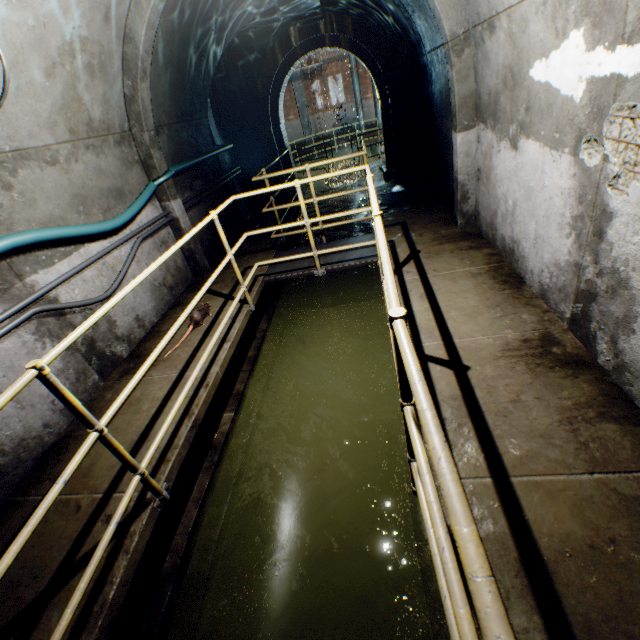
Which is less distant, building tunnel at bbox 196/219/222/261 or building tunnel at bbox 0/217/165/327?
building tunnel at bbox 0/217/165/327

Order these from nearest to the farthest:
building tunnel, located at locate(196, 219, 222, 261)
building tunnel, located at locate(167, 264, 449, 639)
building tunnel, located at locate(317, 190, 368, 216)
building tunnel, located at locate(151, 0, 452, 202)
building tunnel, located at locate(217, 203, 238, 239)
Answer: building tunnel, located at locate(167, 264, 449, 639) < building tunnel, located at locate(151, 0, 452, 202) < building tunnel, located at locate(196, 219, 222, 261) < building tunnel, located at locate(217, 203, 238, 239) < building tunnel, located at locate(317, 190, 368, 216)

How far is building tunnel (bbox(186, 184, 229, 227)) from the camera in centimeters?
581cm

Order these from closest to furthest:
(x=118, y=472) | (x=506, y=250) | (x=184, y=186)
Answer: (x=118, y=472) → (x=506, y=250) → (x=184, y=186)

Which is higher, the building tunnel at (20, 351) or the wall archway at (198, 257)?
the building tunnel at (20, 351)

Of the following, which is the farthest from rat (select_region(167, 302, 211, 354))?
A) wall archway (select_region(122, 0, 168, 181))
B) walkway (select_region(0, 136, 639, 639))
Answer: wall archway (select_region(122, 0, 168, 181))

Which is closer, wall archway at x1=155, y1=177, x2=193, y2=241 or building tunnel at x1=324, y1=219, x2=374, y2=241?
wall archway at x1=155, y1=177, x2=193, y2=241

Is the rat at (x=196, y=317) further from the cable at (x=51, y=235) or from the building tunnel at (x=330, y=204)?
the cable at (x=51, y=235)
